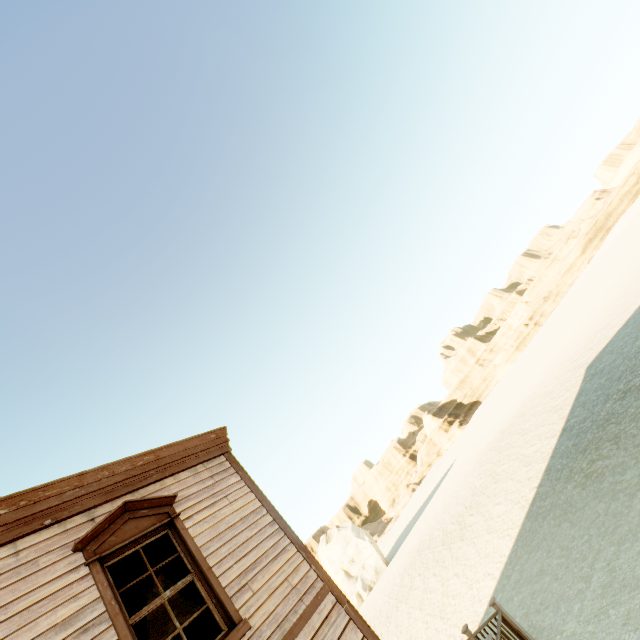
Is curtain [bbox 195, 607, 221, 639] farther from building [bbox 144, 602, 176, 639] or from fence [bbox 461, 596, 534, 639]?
fence [bbox 461, 596, 534, 639]

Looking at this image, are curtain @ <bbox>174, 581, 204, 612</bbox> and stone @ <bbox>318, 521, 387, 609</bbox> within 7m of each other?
no

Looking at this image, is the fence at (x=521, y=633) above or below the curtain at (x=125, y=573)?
below

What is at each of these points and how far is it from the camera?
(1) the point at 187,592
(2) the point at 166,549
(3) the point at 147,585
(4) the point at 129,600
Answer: (1) curtain, 4.43m
(2) curtain, 4.73m
(3) building, 6.50m
(4) curtain, 4.03m

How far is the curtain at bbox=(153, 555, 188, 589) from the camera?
4.41m

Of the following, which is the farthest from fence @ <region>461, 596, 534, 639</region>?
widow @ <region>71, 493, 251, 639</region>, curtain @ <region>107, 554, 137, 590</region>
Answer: curtain @ <region>107, 554, 137, 590</region>

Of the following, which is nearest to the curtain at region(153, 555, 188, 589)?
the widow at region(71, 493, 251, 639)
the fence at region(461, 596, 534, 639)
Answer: the widow at region(71, 493, 251, 639)

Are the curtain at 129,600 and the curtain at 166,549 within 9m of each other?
yes
